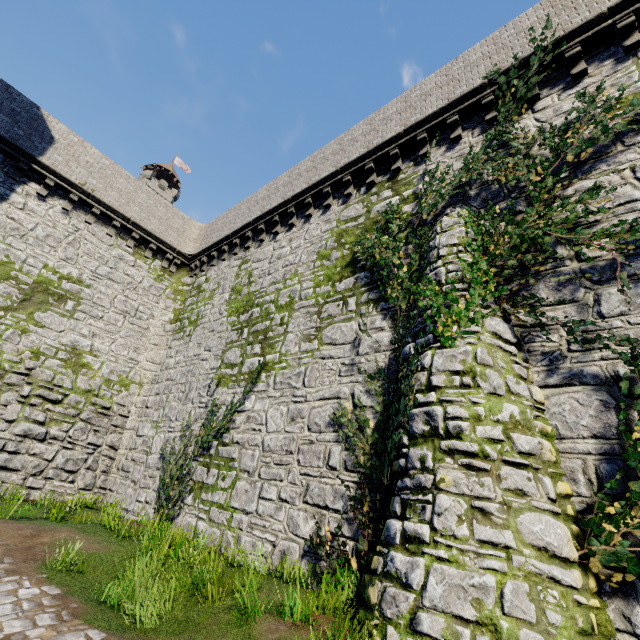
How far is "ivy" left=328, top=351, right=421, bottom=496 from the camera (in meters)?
6.09

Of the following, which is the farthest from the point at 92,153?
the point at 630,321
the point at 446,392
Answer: the point at 630,321

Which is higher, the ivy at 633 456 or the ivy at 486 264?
the ivy at 486 264

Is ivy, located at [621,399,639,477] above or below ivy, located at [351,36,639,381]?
below

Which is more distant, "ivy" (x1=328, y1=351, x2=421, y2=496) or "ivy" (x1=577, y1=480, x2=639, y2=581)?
"ivy" (x1=328, y1=351, x2=421, y2=496)

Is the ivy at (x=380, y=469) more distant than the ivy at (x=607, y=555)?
Yes
